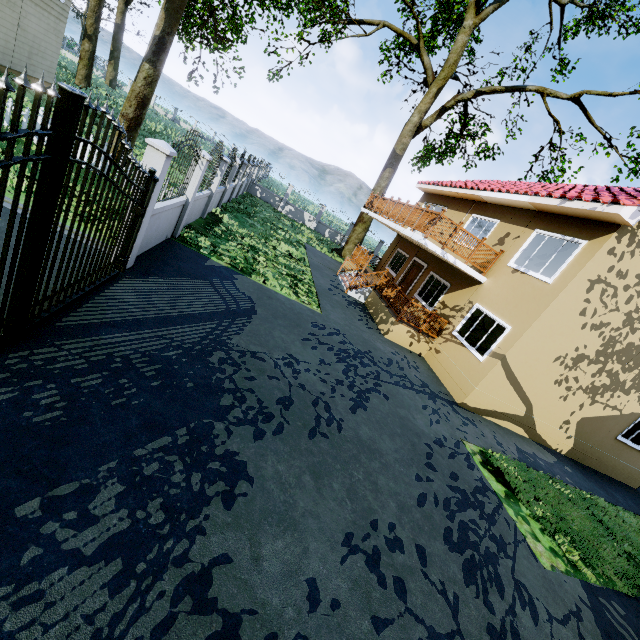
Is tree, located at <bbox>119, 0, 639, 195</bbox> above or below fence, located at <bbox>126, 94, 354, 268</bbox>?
above

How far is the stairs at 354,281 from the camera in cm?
1509

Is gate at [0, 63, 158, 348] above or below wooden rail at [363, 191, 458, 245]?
below

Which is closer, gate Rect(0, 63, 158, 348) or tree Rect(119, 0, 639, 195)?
gate Rect(0, 63, 158, 348)

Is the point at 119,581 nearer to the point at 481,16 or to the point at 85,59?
the point at 481,16

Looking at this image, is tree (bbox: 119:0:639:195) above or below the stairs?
above

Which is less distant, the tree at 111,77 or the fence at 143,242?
the fence at 143,242

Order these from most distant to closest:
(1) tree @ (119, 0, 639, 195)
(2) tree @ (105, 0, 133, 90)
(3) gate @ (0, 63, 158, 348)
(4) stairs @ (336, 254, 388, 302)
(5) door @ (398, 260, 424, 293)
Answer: (2) tree @ (105, 0, 133, 90) → (5) door @ (398, 260, 424, 293) → (4) stairs @ (336, 254, 388, 302) → (1) tree @ (119, 0, 639, 195) → (3) gate @ (0, 63, 158, 348)
